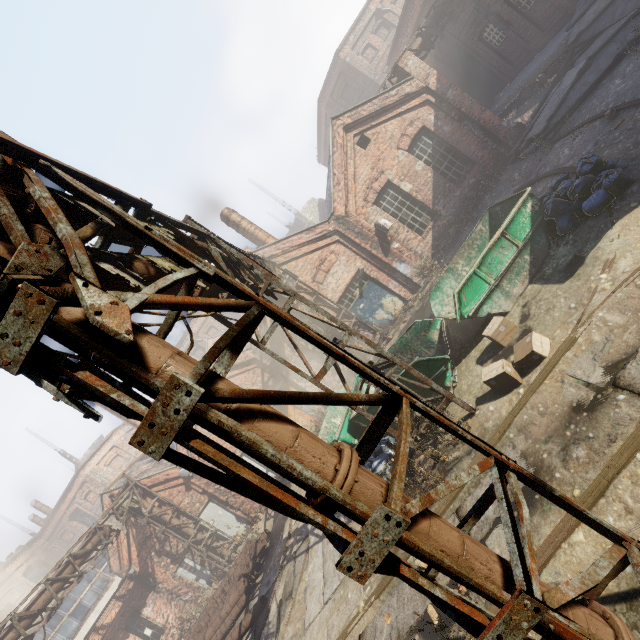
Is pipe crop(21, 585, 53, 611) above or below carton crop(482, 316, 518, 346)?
above

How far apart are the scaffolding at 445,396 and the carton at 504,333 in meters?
1.6 m

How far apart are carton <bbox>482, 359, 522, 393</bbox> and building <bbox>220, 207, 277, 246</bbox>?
12.29m

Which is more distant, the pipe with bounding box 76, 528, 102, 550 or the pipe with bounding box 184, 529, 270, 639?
the pipe with bounding box 76, 528, 102, 550

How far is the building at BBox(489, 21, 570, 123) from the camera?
14.6m

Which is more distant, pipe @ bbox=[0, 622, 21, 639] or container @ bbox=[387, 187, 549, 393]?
pipe @ bbox=[0, 622, 21, 639]

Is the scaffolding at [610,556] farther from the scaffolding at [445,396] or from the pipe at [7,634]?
the scaffolding at [445,396]

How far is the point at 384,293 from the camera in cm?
1481
